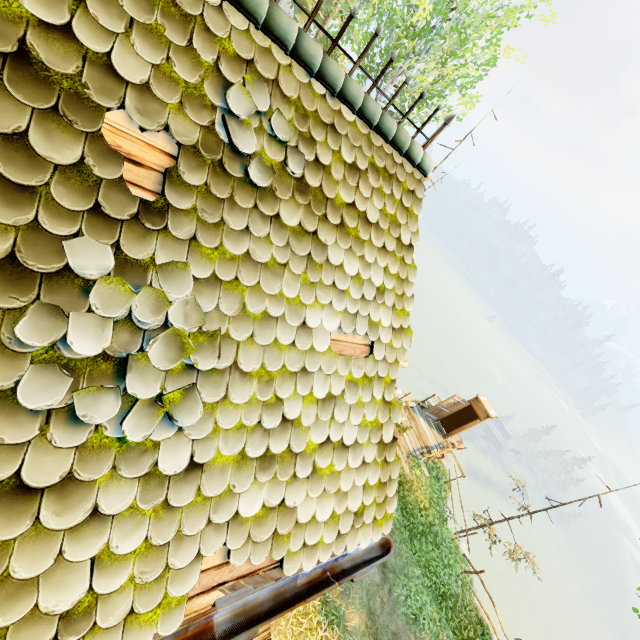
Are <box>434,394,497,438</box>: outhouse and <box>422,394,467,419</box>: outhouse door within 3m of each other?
yes

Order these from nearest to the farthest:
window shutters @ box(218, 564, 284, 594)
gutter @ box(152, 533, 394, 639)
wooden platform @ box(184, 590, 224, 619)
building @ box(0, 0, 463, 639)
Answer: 1. building @ box(0, 0, 463, 639)
2. gutter @ box(152, 533, 394, 639)
3. window shutters @ box(218, 564, 284, 594)
4. wooden platform @ box(184, 590, 224, 619)

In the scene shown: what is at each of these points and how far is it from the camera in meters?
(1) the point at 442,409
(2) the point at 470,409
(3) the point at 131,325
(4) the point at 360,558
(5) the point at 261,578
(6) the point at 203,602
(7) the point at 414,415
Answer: (1) outhouse door, 16.0 m
(2) outhouse, 16.7 m
(3) building, 1.7 m
(4) gutter, 3.2 m
(5) window shutters, 3.2 m
(6) wooden platform, 6.3 m
(7) wooden platform, 16.0 m

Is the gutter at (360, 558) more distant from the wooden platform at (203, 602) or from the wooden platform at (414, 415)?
the wooden platform at (414, 415)

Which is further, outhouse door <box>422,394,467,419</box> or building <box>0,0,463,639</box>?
outhouse door <box>422,394,467,419</box>

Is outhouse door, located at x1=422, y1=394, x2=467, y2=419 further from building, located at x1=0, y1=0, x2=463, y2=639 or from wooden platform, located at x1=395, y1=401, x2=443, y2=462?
building, located at x1=0, y1=0, x2=463, y2=639

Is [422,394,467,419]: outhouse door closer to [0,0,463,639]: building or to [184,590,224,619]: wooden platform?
[0,0,463,639]: building

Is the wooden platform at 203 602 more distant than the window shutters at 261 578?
Yes
